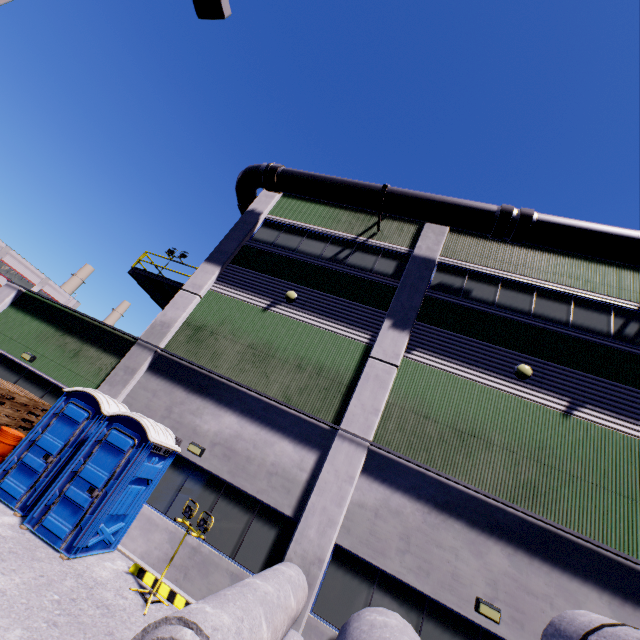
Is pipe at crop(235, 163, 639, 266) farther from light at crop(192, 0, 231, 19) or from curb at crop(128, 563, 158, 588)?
curb at crop(128, 563, 158, 588)

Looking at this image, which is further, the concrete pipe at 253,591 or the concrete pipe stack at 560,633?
the concrete pipe stack at 560,633

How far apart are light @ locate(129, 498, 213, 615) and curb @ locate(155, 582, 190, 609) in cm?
18

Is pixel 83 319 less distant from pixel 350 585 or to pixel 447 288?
pixel 350 585

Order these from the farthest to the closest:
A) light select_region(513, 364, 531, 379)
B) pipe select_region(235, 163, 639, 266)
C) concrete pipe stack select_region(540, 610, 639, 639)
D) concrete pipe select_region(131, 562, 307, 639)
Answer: pipe select_region(235, 163, 639, 266) < light select_region(513, 364, 531, 379) < concrete pipe stack select_region(540, 610, 639, 639) < concrete pipe select_region(131, 562, 307, 639)

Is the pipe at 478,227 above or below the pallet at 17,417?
above

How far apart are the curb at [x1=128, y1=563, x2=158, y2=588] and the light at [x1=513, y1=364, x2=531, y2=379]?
10.03m

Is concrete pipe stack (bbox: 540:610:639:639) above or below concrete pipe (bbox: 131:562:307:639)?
above
